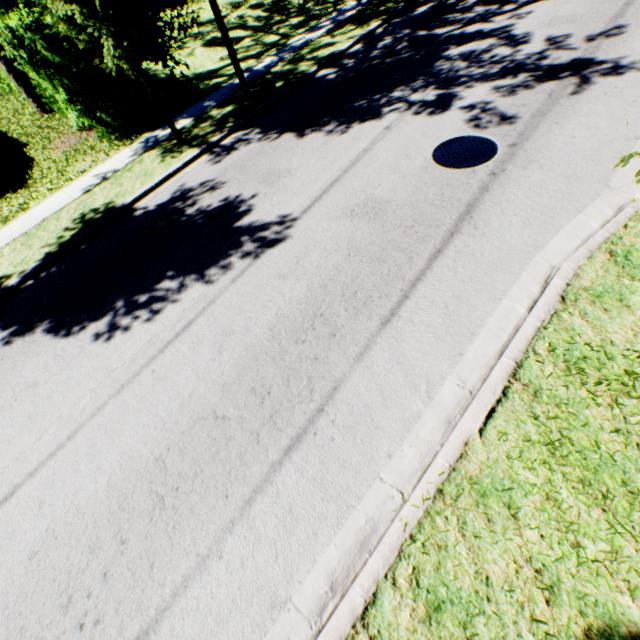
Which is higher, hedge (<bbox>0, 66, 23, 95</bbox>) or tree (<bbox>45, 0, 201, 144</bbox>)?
tree (<bbox>45, 0, 201, 144</bbox>)

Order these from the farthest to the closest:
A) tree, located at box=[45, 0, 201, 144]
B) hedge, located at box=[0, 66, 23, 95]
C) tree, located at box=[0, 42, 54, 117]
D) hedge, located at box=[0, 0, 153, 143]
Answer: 1. hedge, located at box=[0, 66, 23, 95]
2. tree, located at box=[0, 42, 54, 117]
3. hedge, located at box=[0, 0, 153, 143]
4. tree, located at box=[45, 0, 201, 144]

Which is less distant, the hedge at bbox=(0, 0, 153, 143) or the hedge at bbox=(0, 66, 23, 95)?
the hedge at bbox=(0, 0, 153, 143)

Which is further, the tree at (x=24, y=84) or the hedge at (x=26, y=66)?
the tree at (x=24, y=84)

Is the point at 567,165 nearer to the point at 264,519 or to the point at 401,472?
the point at 401,472

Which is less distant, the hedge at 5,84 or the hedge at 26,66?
the hedge at 26,66

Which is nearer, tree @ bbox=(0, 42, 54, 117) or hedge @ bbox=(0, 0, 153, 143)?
hedge @ bbox=(0, 0, 153, 143)
